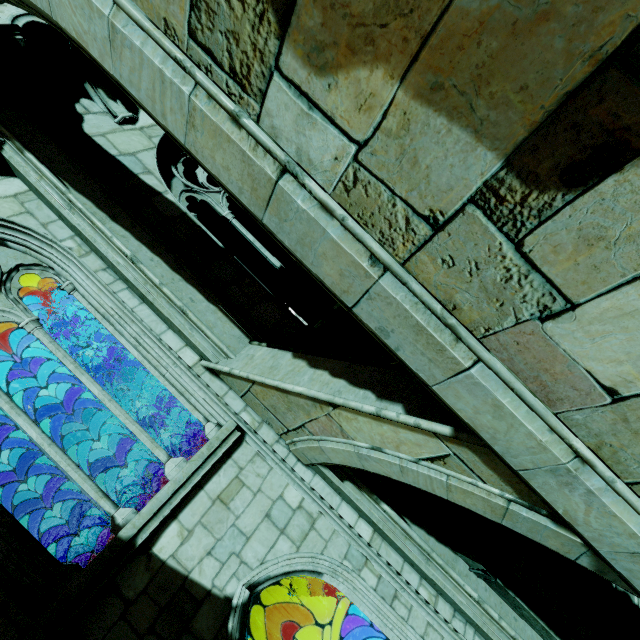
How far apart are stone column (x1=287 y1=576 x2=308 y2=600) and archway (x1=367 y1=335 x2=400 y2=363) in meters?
8.7

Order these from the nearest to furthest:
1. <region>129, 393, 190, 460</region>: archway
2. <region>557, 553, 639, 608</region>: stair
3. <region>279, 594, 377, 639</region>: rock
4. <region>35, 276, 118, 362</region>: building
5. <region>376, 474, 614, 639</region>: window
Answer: <region>376, 474, 614, 639</region>: window
<region>557, 553, 639, 608</region>: stair
<region>35, 276, 118, 362</region>: building
<region>279, 594, 377, 639</region>: rock
<region>129, 393, 190, 460</region>: archway

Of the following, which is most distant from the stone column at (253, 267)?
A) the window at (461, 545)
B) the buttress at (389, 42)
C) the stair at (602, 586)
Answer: the buttress at (389, 42)

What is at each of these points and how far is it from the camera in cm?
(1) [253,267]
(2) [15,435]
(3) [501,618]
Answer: (1) stone column, 1191
(2) building, 443
(3) stone column, 492

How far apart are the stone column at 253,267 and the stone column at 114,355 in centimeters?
390cm

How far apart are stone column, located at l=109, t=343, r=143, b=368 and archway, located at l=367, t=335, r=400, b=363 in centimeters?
385cm

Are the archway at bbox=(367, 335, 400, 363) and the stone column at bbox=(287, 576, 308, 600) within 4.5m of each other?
no

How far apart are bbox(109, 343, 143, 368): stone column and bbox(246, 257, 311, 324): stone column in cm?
390
